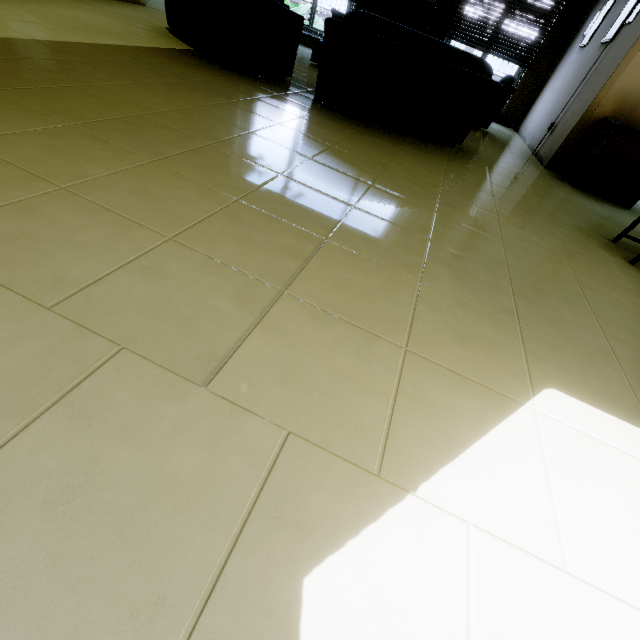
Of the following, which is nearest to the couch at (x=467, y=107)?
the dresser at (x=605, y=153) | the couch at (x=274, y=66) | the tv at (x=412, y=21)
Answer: the couch at (x=274, y=66)

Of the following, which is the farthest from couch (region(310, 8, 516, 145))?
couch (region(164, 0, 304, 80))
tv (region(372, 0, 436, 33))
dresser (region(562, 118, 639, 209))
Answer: tv (region(372, 0, 436, 33))

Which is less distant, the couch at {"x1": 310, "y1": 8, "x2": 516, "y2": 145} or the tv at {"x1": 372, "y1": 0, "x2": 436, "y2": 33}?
the couch at {"x1": 310, "y1": 8, "x2": 516, "y2": 145}

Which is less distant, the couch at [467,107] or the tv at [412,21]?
the couch at [467,107]

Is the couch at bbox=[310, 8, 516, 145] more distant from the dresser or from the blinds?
the blinds

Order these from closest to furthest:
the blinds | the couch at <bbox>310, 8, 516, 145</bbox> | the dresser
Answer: the couch at <bbox>310, 8, 516, 145</bbox> < the dresser < the blinds

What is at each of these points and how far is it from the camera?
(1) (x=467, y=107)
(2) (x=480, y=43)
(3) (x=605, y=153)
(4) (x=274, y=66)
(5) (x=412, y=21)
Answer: (1) couch, 3.7m
(2) blinds, 7.3m
(3) dresser, 4.2m
(4) couch, 3.9m
(5) tv, 7.2m

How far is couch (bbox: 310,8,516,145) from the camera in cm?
321
